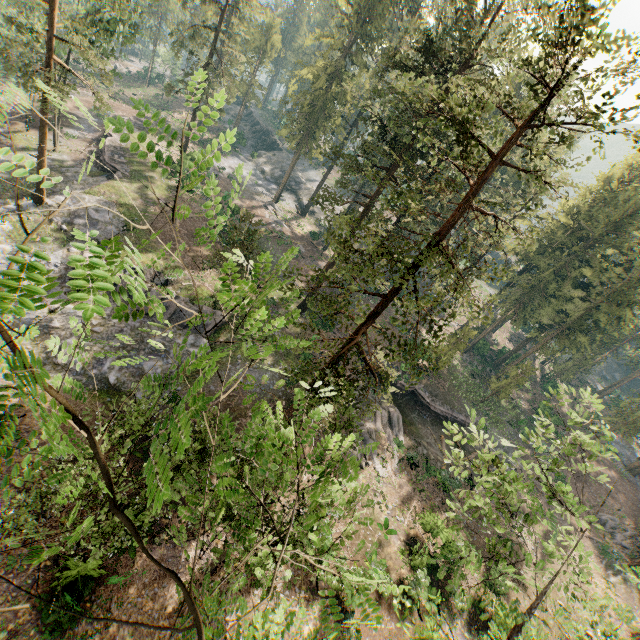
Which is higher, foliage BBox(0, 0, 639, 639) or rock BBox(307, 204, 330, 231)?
foliage BBox(0, 0, 639, 639)

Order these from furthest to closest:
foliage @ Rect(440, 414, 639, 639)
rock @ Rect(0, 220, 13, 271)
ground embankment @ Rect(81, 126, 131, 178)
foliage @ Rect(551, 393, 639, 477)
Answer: ground embankment @ Rect(81, 126, 131, 178) → rock @ Rect(0, 220, 13, 271) → foliage @ Rect(551, 393, 639, 477) → foliage @ Rect(440, 414, 639, 639)

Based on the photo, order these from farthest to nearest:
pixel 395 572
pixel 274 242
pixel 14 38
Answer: pixel 274 242
pixel 14 38
pixel 395 572

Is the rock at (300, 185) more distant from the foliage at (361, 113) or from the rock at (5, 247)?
the rock at (5, 247)

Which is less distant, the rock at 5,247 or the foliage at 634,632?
the foliage at 634,632

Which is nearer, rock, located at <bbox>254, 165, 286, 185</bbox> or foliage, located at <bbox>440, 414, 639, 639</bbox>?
foliage, located at <bbox>440, 414, 639, 639</bbox>

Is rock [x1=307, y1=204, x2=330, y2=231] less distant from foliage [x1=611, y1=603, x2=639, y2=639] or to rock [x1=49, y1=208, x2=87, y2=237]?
foliage [x1=611, y1=603, x2=639, y2=639]

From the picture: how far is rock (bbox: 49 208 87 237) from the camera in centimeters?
2753cm
